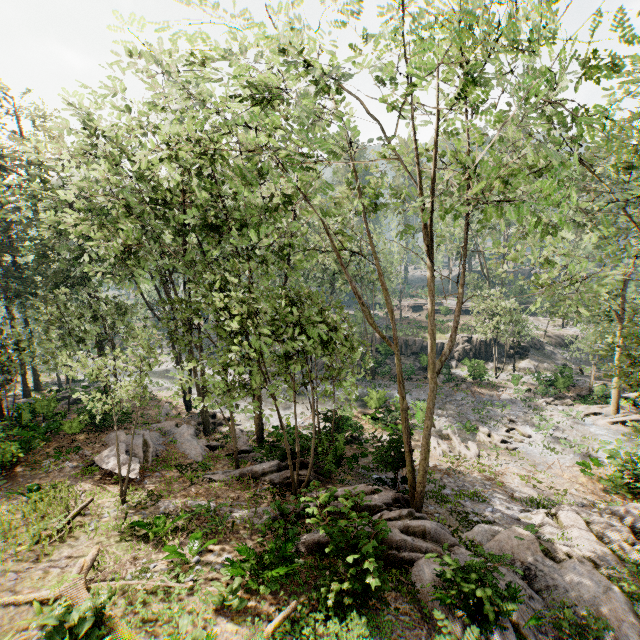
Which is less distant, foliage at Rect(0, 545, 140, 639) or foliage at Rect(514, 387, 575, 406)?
foliage at Rect(0, 545, 140, 639)

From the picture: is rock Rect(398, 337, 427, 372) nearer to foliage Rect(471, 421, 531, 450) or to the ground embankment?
foliage Rect(471, 421, 531, 450)

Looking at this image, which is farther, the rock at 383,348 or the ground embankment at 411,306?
the ground embankment at 411,306

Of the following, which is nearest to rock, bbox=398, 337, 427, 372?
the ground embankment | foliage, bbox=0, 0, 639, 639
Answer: foliage, bbox=0, 0, 639, 639

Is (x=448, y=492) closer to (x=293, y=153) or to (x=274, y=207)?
(x=274, y=207)

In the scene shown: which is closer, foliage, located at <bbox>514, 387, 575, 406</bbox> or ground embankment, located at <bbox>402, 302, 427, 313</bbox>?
foliage, located at <bbox>514, 387, 575, 406</bbox>

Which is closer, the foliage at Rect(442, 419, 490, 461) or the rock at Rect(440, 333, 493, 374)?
the foliage at Rect(442, 419, 490, 461)

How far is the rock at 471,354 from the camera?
31.9m
